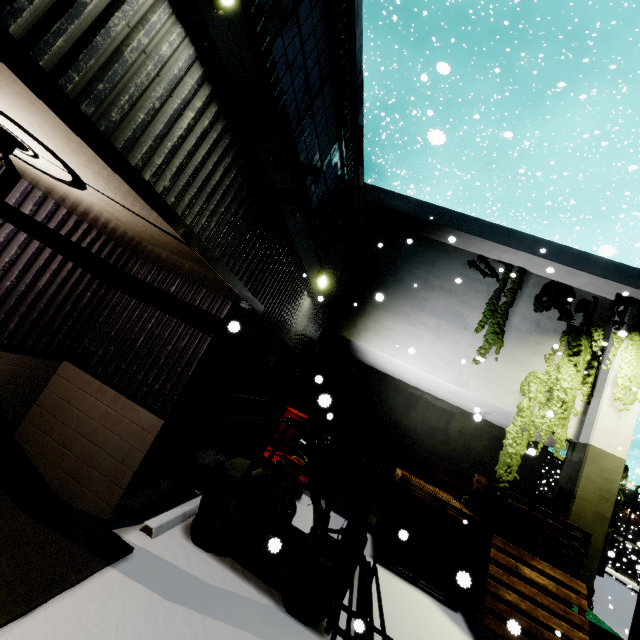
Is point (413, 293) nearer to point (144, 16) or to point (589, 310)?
point (589, 310)

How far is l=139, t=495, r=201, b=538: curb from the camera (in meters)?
4.52

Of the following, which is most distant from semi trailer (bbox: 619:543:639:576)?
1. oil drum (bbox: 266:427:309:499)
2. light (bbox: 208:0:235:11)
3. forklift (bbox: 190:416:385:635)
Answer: light (bbox: 208:0:235:11)

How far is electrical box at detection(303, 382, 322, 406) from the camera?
15.08m

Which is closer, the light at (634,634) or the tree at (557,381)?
the light at (634,634)

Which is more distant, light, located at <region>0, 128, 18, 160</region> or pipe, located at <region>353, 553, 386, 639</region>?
pipe, located at <region>353, 553, 386, 639</region>

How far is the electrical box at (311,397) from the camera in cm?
1508

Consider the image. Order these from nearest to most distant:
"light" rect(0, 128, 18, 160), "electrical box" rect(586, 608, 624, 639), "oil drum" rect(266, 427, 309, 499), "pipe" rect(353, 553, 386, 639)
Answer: "light" rect(0, 128, 18, 160) < "pipe" rect(353, 553, 386, 639) < "electrical box" rect(586, 608, 624, 639) < "oil drum" rect(266, 427, 309, 499)
